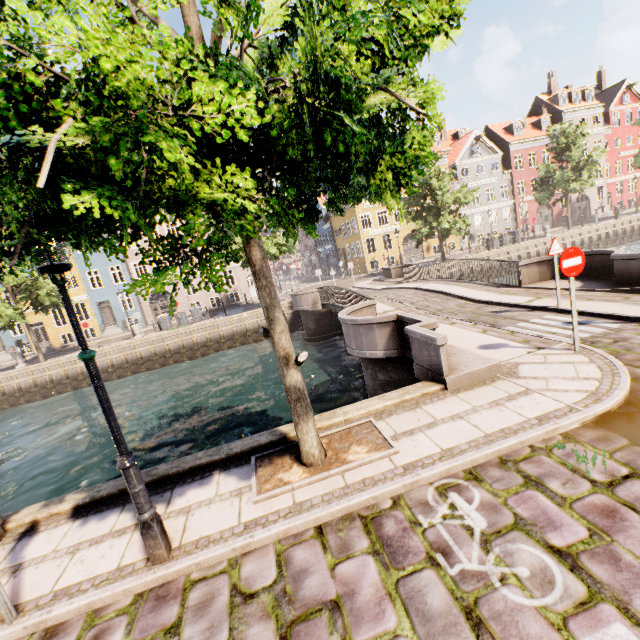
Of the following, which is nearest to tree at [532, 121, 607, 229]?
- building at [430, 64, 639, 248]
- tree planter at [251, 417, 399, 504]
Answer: tree planter at [251, 417, 399, 504]

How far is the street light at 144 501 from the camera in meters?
2.9

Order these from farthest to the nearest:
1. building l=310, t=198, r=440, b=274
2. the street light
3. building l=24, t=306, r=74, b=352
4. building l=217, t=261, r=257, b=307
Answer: building l=310, t=198, r=440, b=274
building l=217, t=261, r=257, b=307
building l=24, t=306, r=74, b=352
the street light

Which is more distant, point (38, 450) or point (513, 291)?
point (38, 450)

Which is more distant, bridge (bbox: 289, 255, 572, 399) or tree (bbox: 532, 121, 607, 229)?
tree (bbox: 532, 121, 607, 229)

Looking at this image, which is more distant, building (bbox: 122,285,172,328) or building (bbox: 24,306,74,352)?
building (bbox: 122,285,172,328)

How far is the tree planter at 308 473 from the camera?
4.1m
